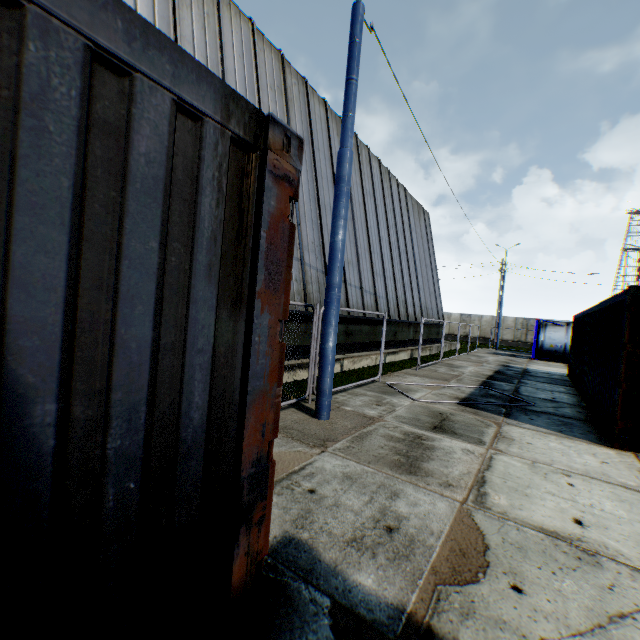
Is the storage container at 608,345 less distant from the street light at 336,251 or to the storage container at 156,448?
the street light at 336,251

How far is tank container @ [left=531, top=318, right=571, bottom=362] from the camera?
22.1m

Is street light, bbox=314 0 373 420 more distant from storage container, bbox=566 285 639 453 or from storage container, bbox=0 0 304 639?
storage container, bbox=566 285 639 453

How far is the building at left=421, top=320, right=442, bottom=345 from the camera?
21.9 meters

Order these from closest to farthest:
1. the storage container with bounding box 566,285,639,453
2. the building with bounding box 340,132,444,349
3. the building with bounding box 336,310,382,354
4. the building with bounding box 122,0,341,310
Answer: the storage container with bounding box 566,285,639,453 → the building with bounding box 122,0,341,310 → the building with bounding box 336,310,382,354 → the building with bounding box 340,132,444,349

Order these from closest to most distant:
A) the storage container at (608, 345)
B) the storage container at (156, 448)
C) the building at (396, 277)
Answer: the storage container at (156, 448) < the storage container at (608, 345) < the building at (396, 277)

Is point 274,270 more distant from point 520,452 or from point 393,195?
point 393,195
